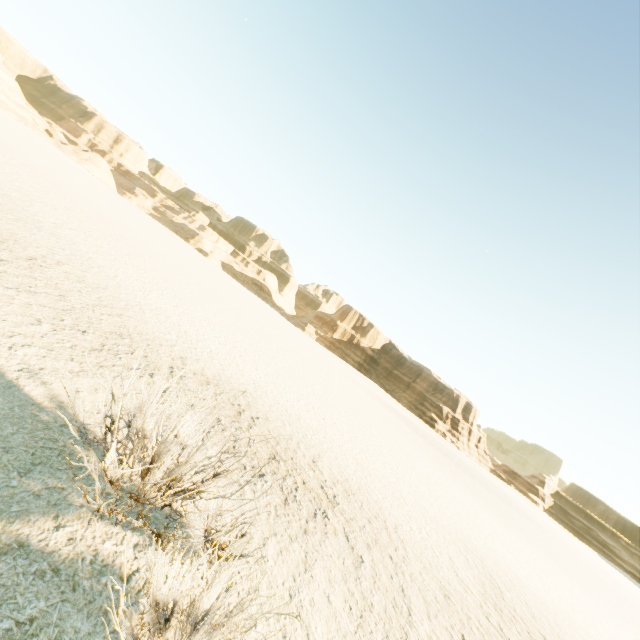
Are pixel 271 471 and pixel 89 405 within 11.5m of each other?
yes
